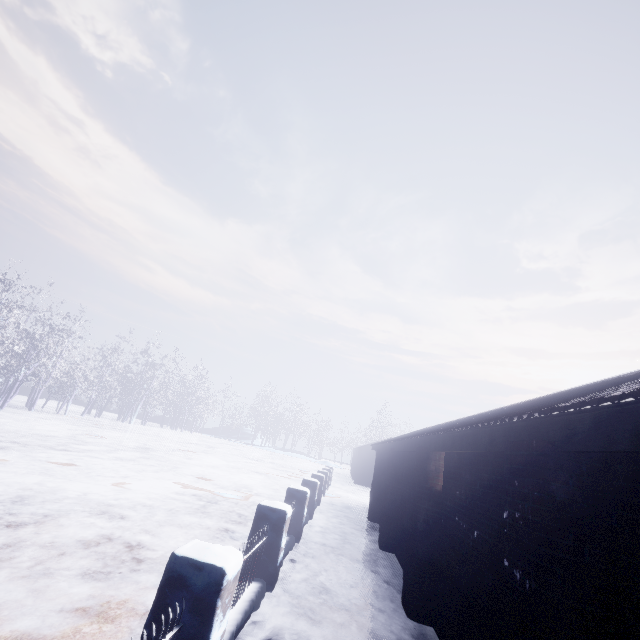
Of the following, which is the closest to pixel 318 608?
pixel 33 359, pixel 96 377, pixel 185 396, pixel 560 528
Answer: pixel 560 528
